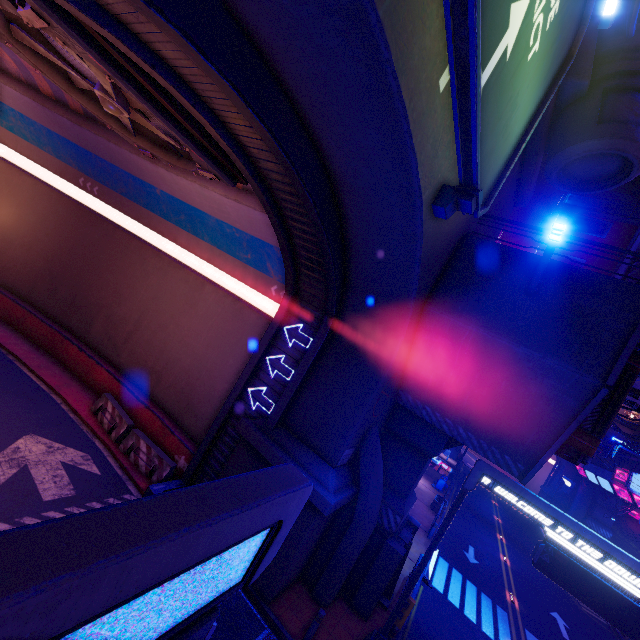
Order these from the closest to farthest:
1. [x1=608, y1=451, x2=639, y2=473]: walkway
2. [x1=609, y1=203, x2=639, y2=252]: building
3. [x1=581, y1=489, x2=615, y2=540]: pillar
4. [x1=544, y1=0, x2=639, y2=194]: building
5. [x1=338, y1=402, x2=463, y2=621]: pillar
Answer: [x1=544, y1=0, x2=639, y2=194]: building → [x1=338, y1=402, x2=463, y2=621]: pillar → [x1=608, y1=451, x2=639, y2=473]: walkway → [x1=581, y1=489, x2=615, y2=540]: pillar → [x1=609, y1=203, x2=639, y2=252]: building

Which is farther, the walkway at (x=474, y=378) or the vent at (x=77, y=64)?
the walkway at (x=474, y=378)

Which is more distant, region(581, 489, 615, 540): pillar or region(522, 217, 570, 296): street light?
region(581, 489, 615, 540): pillar

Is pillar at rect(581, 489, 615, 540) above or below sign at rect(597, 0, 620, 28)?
below

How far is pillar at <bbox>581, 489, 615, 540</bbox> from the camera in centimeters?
4247cm

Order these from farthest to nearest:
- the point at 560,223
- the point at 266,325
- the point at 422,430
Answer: the point at 266,325 < the point at 422,430 < the point at 560,223

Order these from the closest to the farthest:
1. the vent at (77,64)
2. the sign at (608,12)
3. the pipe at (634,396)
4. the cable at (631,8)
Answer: the vent at (77,64), the sign at (608,12), the cable at (631,8), the pipe at (634,396)

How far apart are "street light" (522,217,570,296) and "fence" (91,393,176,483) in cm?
1358
